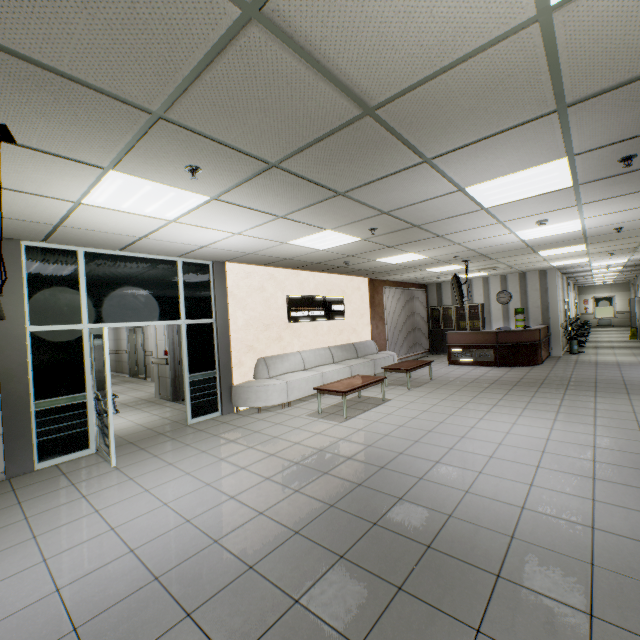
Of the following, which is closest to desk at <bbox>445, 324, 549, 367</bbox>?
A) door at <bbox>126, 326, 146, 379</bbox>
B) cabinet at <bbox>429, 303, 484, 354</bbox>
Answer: cabinet at <bbox>429, 303, 484, 354</bbox>

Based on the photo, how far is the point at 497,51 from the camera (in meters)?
1.77

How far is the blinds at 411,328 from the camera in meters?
12.3

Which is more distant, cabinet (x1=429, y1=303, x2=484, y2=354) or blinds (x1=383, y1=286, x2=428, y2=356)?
cabinet (x1=429, y1=303, x2=484, y2=354)

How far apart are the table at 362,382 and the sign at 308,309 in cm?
213

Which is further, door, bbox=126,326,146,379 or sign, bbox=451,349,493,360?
door, bbox=126,326,146,379

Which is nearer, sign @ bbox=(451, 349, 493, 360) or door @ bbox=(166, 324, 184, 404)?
door @ bbox=(166, 324, 184, 404)

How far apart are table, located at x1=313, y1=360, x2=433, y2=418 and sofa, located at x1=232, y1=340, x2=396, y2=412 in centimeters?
77cm
